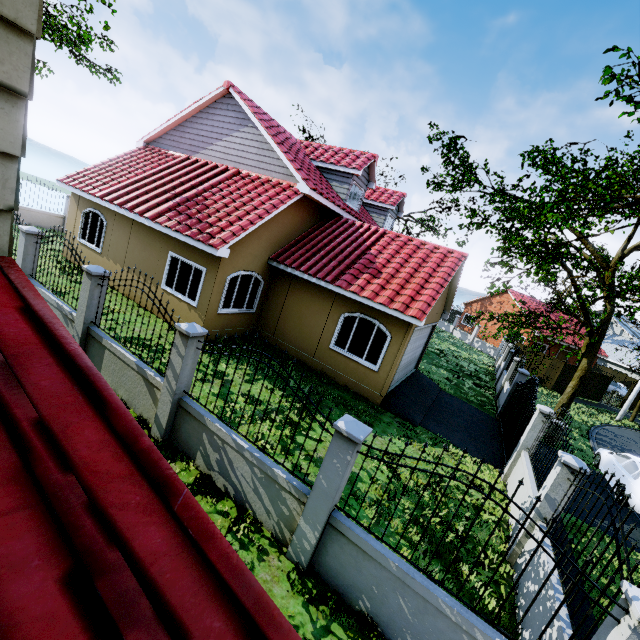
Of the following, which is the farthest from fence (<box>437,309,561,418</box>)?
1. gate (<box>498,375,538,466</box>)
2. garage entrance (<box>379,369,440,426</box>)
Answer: garage entrance (<box>379,369,440,426</box>)

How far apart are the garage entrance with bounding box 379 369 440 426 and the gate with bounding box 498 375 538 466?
2.68m

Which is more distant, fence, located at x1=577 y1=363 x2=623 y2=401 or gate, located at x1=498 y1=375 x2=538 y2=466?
fence, located at x1=577 y1=363 x2=623 y2=401

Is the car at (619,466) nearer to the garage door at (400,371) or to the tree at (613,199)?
the tree at (613,199)

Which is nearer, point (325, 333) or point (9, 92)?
point (9, 92)

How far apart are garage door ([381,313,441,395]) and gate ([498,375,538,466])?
3.98m

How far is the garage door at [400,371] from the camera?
10.77m

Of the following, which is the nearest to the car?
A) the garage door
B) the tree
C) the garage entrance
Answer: the tree
